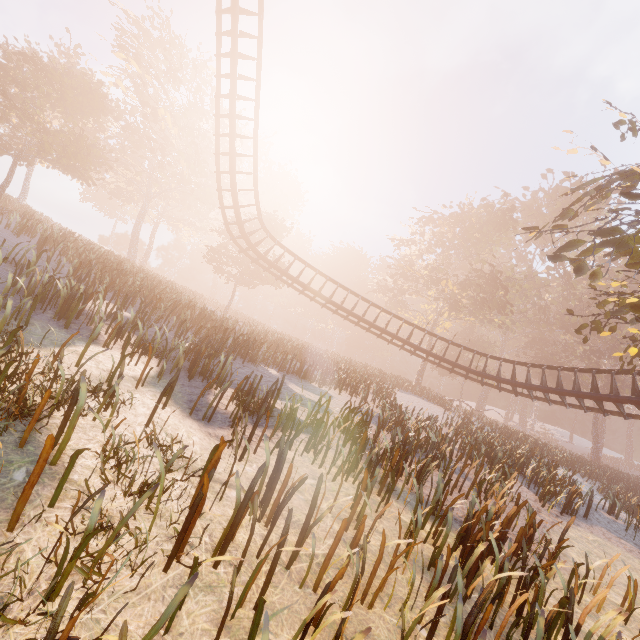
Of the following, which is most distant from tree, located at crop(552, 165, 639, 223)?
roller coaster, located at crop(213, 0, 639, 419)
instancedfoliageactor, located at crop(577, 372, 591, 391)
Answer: instancedfoliageactor, located at crop(577, 372, 591, 391)

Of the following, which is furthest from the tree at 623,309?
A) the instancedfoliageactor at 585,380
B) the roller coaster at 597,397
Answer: the instancedfoliageactor at 585,380

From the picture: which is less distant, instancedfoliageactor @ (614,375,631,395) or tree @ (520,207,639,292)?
tree @ (520,207,639,292)

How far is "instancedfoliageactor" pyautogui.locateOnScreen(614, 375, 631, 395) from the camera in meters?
38.5

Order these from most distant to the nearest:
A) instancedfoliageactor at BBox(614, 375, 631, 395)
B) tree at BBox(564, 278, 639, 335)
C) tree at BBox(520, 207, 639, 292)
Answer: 1. instancedfoliageactor at BBox(614, 375, 631, 395)
2. tree at BBox(564, 278, 639, 335)
3. tree at BBox(520, 207, 639, 292)

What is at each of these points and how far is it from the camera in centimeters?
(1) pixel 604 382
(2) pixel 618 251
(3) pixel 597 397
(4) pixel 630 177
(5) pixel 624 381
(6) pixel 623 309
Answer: (1) instancedfoliageactor, 4003cm
(2) tree, 861cm
(3) roller coaster, 1527cm
(4) tree, 1027cm
(5) instancedfoliageactor, 3922cm
(6) tree, 1121cm

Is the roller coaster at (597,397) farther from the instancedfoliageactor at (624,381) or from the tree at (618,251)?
the instancedfoliageactor at (624,381)
